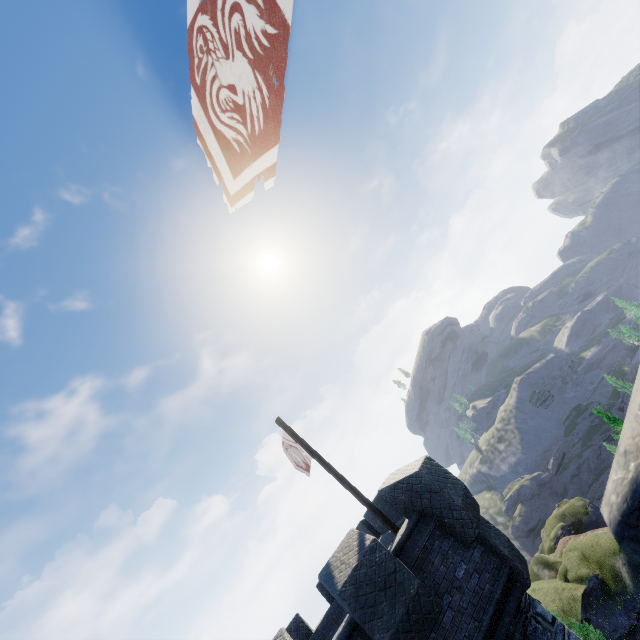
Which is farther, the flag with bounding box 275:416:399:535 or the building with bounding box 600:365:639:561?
the flag with bounding box 275:416:399:535

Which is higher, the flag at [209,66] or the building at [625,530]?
the flag at [209,66]

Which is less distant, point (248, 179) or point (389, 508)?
point (248, 179)

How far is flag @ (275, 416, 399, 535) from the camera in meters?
8.9 m

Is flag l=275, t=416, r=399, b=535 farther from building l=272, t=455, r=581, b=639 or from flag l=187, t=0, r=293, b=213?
flag l=187, t=0, r=293, b=213

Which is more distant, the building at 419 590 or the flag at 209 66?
the building at 419 590

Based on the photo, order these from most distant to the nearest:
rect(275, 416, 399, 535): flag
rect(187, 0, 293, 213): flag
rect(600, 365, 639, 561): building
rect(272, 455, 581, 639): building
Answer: rect(275, 416, 399, 535): flag
rect(272, 455, 581, 639): building
rect(187, 0, 293, 213): flag
rect(600, 365, 639, 561): building
